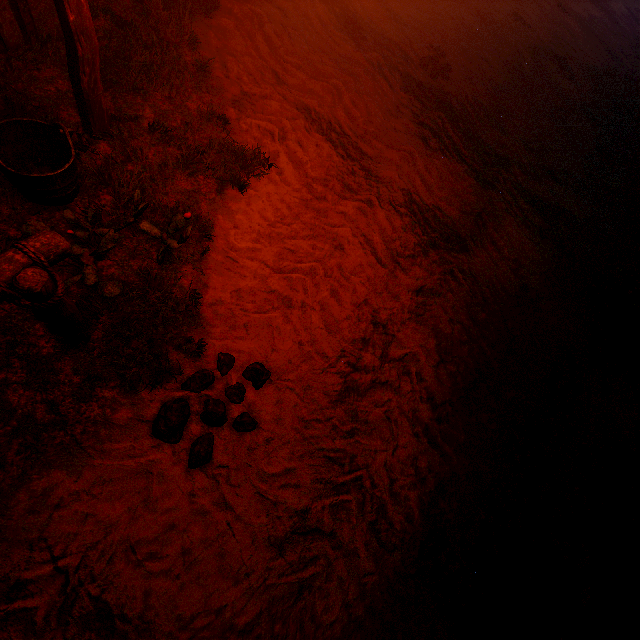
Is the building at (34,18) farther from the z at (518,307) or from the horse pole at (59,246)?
the horse pole at (59,246)

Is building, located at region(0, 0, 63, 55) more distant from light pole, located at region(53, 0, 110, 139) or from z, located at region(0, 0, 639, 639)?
light pole, located at region(53, 0, 110, 139)

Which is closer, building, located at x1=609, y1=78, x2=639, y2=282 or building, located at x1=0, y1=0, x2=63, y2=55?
building, located at x1=0, y1=0, x2=63, y2=55

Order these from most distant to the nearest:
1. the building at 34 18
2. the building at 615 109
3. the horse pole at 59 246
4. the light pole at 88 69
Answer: the building at 615 109
the building at 34 18
the light pole at 88 69
the horse pole at 59 246

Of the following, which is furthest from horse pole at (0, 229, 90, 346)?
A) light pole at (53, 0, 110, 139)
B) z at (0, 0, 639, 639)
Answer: light pole at (53, 0, 110, 139)

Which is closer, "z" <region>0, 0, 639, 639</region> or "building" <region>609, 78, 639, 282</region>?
"z" <region>0, 0, 639, 639</region>

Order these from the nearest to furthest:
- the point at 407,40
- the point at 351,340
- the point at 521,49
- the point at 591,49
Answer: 1. the point at 351,340
2. the point at 407,40
3. the point at 521,49
4. the point at 591,49
